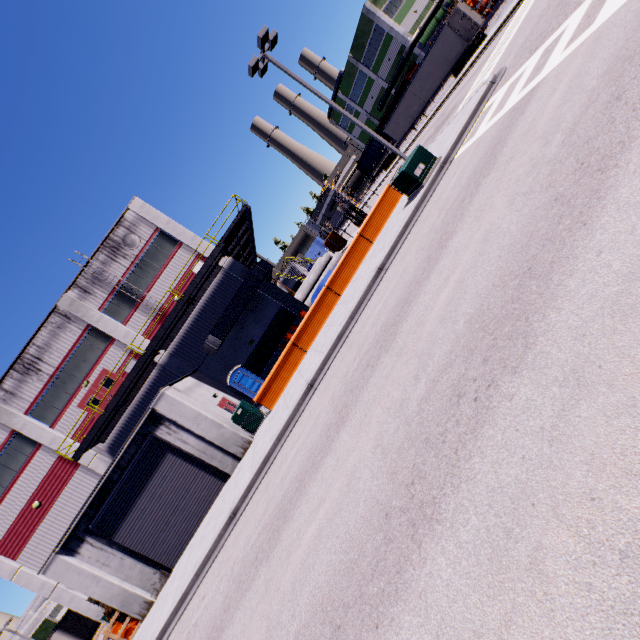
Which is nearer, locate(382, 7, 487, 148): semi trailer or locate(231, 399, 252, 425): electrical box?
locate(231, 399, 252, 425): electrical box

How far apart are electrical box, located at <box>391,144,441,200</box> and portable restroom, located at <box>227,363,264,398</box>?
14.2 meters

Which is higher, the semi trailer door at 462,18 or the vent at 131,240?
the vent at 131,240

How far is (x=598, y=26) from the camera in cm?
690

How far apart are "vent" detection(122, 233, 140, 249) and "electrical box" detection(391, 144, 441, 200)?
17.7 meters

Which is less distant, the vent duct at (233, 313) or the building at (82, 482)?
the building at (82, 482)

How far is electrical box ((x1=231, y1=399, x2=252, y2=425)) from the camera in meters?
16.0

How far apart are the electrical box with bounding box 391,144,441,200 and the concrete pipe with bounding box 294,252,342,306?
13.7 meters
